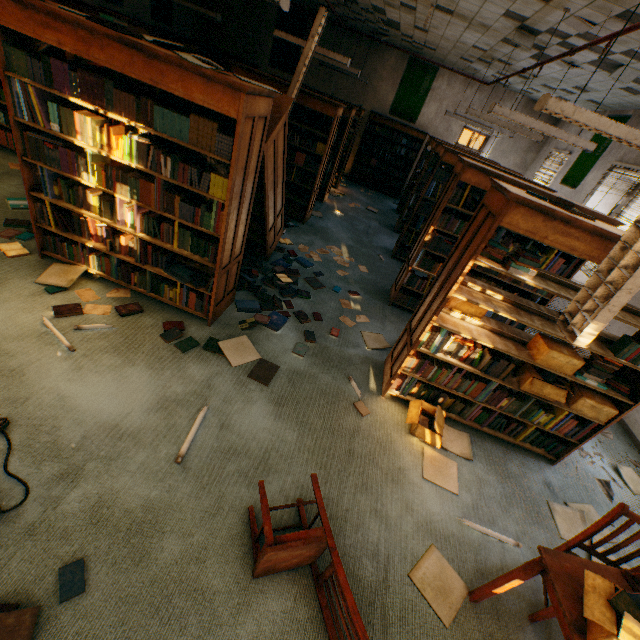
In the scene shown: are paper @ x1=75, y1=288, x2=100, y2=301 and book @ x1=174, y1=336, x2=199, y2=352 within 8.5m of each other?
yes

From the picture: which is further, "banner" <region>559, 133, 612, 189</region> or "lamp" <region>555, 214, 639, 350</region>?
"banner" <region>559, 133, 612, 189</region>

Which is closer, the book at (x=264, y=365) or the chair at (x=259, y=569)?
the chair at (x=259, y=569)

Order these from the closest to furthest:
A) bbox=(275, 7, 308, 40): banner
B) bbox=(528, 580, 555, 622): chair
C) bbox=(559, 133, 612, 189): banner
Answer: bbox=(528, 580, 555, 622): chair
bbox=(559, 133, 612, 189): banner
bbox=(275, 7, 308, 40): banner

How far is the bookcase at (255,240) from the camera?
3.1m

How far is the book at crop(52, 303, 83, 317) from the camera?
2.9m

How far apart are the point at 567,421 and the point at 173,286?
4.21m

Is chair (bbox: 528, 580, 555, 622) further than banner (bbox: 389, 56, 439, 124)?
No
